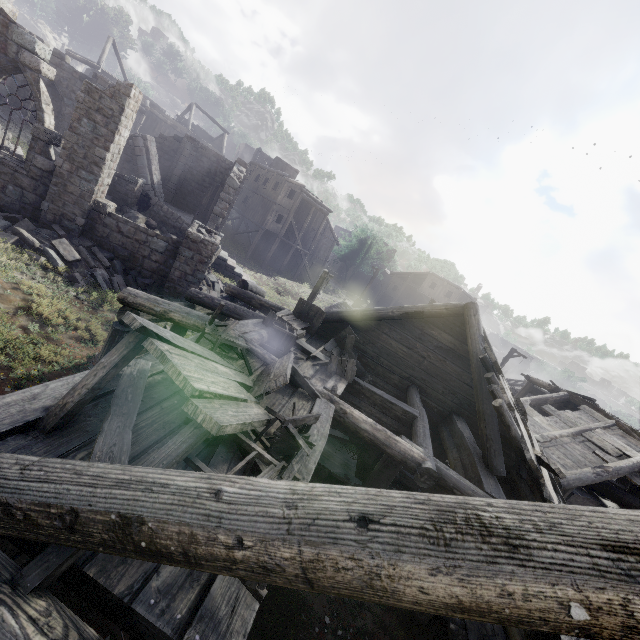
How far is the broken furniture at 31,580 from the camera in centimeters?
187cm

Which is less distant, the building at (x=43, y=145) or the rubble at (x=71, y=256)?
the building at (x=43, y=145)

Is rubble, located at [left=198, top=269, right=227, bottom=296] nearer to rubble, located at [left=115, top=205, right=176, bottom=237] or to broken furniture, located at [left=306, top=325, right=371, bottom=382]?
rubble, located at [left=115, top=205, right=176, bottom=237]

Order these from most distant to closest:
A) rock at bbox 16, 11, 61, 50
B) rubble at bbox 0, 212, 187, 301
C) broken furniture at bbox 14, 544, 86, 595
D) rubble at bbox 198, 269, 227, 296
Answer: rock at bbox 16, 11, 61, 50 < rubble at bbox 198, 269, 227, 296 < rubble at bbox 0, 212, 187, 301 < broken furniture at bbox 14, 544, 86, 595

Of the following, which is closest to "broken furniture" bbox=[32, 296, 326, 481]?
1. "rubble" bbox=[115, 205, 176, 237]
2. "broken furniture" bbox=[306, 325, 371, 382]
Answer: "broken furniture" bbox=[306, 325, 371, 382]

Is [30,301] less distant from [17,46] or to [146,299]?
[146,299]

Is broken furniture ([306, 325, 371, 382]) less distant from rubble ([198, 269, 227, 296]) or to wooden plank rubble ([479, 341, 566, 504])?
wooden plank rubble ([479, 341, 566, 504])

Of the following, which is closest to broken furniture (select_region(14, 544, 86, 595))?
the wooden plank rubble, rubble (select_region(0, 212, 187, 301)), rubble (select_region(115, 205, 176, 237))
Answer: the wooden plank rubble
